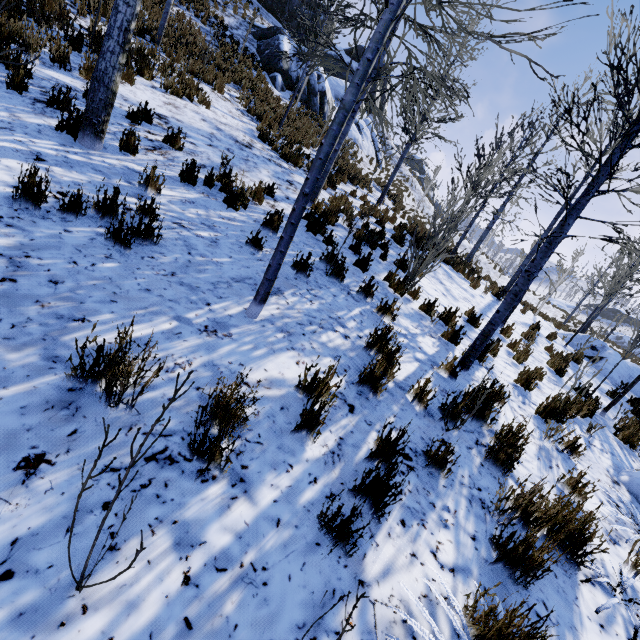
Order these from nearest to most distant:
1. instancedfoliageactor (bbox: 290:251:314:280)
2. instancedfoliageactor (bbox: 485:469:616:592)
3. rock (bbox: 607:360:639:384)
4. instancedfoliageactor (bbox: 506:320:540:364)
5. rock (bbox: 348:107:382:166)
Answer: instancedfoliageactor (bbox: 485:469:616:592), instancedfoliageactor (bbox: 290:251:314:280), instancedfoliageactor (bbox: 506:320:540:364), rock (bbox: 607:360:639:384), rock (bbox: 348:107:382:166)

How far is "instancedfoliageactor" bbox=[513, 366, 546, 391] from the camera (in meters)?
5.40

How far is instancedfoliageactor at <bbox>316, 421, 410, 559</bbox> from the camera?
1.8m

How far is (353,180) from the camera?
14.2 meters

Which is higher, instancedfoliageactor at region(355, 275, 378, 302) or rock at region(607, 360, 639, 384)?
rock at region(607, 360, 639, 384)

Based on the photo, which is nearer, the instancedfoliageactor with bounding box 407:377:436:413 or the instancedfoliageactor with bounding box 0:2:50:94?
the instancedfoliageactor with bounding box 0:2:50:94

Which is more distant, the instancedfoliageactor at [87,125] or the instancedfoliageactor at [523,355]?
the instancedfoliageactor at [523,355]

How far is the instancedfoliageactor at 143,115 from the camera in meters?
5.5
